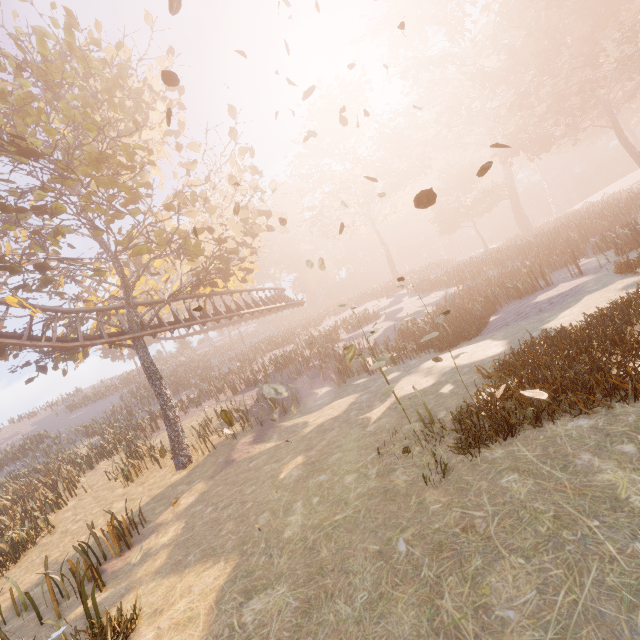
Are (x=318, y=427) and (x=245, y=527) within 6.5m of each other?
yes

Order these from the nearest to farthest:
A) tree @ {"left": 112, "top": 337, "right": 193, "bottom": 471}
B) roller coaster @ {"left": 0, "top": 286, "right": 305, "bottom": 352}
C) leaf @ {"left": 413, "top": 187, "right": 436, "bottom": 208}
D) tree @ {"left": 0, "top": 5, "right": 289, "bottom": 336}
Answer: leaf @ {"left": 413, "top": 187, "right": 436, "bottom": 208}, tree @ {"left": 0, "top": 5, "right": 289, "bottom": 336}, roller coaster @ {"left": 0, "top": 286, "right": 305, "bottom": 352}, tree @ {"left": 112, "top": 337, "right": 193, "bottom": 471}

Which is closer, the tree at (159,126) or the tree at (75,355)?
the tree at (159,126)

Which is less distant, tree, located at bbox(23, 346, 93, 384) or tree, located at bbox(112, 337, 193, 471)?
tree, located at bbox(112, 337, 193, 471)

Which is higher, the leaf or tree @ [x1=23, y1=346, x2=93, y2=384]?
tree @ [x1=23, y1=346, x2=93, y2=384]

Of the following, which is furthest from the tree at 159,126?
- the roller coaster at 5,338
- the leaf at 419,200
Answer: the leaf at 419,200

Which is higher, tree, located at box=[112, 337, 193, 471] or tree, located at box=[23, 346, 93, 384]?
tree, located at box=[23, 346, 93, 384]
